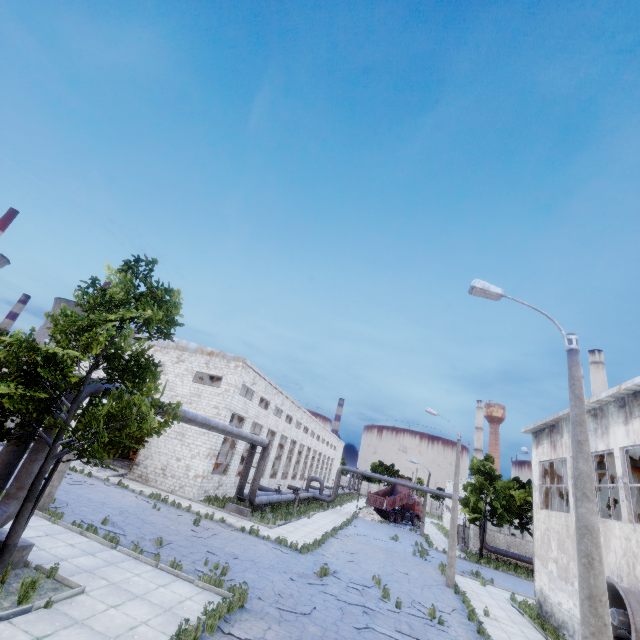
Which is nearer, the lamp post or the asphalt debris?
the lamp post

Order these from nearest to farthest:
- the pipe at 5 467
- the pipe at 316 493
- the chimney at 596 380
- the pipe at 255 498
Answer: the pipe at 5 467 < the pipe at 255 498 < the pipe at 316 493 < the chimney at 596 380

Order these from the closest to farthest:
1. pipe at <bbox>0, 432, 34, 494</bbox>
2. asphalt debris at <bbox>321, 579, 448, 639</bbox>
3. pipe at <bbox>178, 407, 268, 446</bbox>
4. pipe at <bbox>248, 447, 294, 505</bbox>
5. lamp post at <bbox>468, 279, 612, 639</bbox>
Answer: lamp post at <bbox>468, 279, 612, 639</bbox>, pipe at <bbox>0, 432, 34, 494</bbox>, asphalt debris at <bbox>321, 579, 448, 639</bbox>, pipe at <bbox>178, 407, 268, 446</bbox>, pipe at <bbox>248, 447, 294, 505</bbox>

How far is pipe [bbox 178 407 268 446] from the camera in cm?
1516

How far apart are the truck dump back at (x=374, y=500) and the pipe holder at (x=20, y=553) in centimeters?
4192cm

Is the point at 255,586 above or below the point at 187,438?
below

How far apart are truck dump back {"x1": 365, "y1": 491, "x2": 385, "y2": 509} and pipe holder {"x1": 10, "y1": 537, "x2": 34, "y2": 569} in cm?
4192
